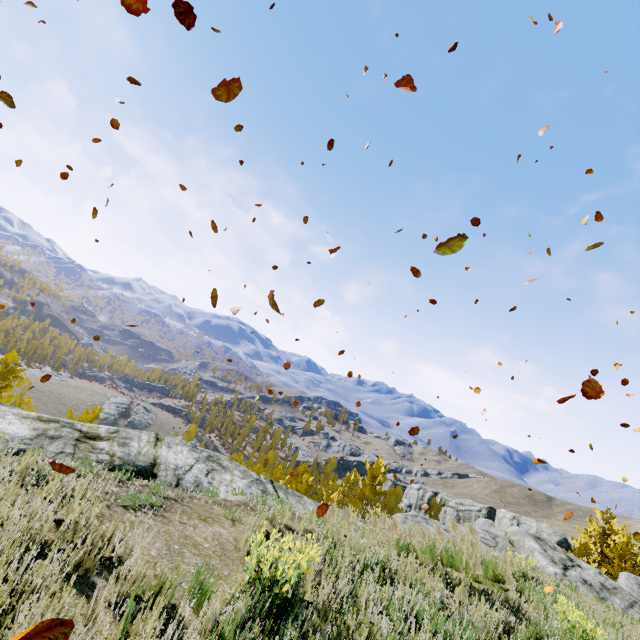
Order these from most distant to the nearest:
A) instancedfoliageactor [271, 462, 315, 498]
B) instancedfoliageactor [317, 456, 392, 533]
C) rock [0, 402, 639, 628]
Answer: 1. instancedfoliageactor [271, 462, 315, 498]
2. instancedfoliageactor [317, 456, 392, 533]
3. rock [0, 402, 639, 628]

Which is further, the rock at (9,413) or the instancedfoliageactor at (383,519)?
the instancedfoliageactor at (383,519)

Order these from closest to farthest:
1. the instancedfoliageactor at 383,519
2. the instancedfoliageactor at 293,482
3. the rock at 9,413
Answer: the rock at 9,413 < the instancedfoliageactor at 383,519 < the instancedfoliageactor at 293,482

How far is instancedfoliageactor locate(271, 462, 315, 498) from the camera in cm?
2306

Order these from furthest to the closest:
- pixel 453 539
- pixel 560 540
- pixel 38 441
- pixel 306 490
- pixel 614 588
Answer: pixel 560 540, pixel 306 490, pixel 614 588, pixel 453 539, pixel 38 441

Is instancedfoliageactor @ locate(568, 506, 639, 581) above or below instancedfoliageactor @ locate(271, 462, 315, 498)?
above

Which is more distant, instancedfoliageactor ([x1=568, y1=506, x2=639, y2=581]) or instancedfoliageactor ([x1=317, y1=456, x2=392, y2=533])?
instancedfoliageactor ([x1=568, y1=506, x2=639, y2=581])
